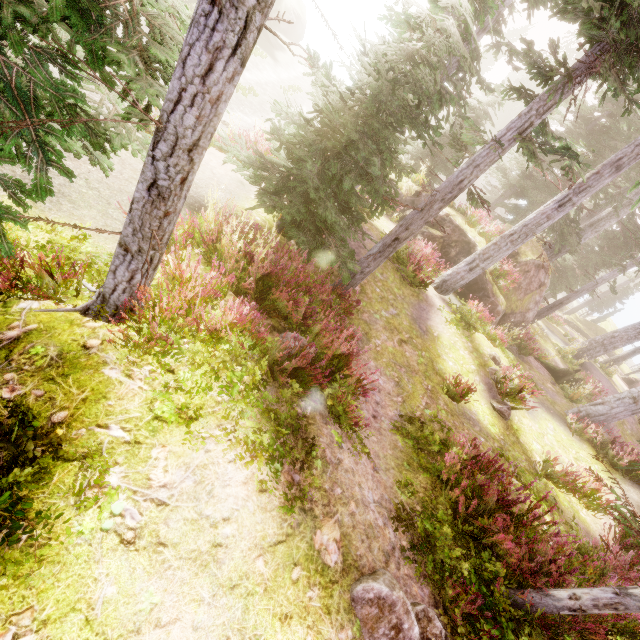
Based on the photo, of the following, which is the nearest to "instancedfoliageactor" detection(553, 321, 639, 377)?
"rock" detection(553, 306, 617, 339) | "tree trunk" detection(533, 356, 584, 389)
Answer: "rock" detection(553, 306, 617, 339)

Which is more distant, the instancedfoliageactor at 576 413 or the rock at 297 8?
the rock at 297 8

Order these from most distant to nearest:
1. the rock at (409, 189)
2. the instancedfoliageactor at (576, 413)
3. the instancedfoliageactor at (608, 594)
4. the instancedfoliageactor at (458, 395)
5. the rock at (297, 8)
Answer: the rock at (297, 8), the rock at (409, 189), the instancedfoliageactor at (576, 413), the instancedfoliageactor at (458, 395), the instancedfoliageactor at (608, 594)

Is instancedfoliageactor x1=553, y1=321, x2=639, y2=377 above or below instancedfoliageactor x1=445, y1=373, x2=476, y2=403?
above

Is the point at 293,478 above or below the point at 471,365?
above

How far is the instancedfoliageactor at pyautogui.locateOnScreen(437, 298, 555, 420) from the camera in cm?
957

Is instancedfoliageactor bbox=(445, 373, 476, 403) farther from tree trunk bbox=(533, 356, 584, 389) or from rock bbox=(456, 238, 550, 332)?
tree trunk bbox=(533, 356, 584, 389)
